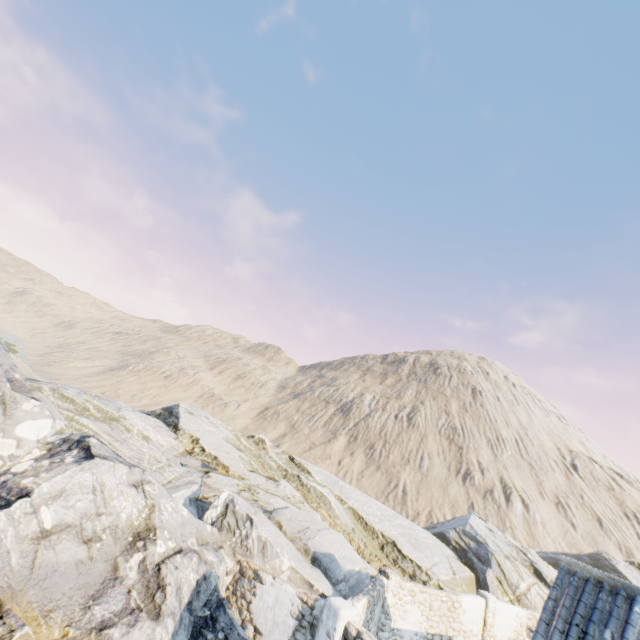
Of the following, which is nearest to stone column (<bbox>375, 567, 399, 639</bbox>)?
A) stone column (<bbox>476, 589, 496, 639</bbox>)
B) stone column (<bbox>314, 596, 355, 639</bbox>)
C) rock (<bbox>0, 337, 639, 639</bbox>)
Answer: rock (<bbox>0, 337, 639, 639</bbox>)

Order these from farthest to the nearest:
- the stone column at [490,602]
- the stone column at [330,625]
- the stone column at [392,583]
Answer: the stone column at [490,602]
the stone column at [392,583]
the stone column at [330,625]

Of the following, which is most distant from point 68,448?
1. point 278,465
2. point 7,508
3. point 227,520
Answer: point 278,465

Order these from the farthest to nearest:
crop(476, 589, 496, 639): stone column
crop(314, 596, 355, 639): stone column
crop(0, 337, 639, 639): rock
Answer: crop(476, 589, 496, 639): stone column, crop(314, 596, 355, 639): stone column, crop(0, 337, 639, 639): rock

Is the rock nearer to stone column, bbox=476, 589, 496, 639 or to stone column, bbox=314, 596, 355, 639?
stone column, bbox=314, 596, 355, 639

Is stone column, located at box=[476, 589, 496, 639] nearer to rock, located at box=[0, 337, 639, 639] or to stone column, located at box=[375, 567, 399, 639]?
rock, located at box=[0, 337, 639, 639]

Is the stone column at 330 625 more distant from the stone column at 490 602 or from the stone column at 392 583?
the stone column at 490 602

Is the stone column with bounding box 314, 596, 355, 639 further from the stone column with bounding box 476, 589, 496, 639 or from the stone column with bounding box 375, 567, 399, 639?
the stone column with bounding box 476, 589, 496, 639
